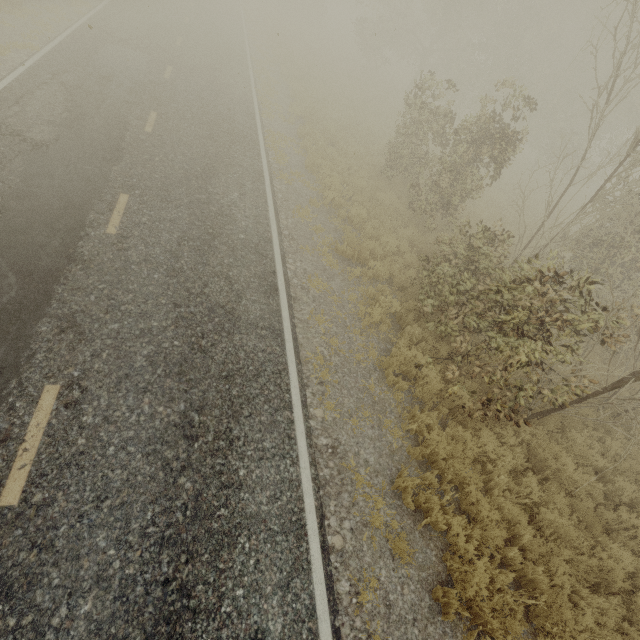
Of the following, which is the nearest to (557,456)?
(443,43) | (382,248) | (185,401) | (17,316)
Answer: (382,248)
